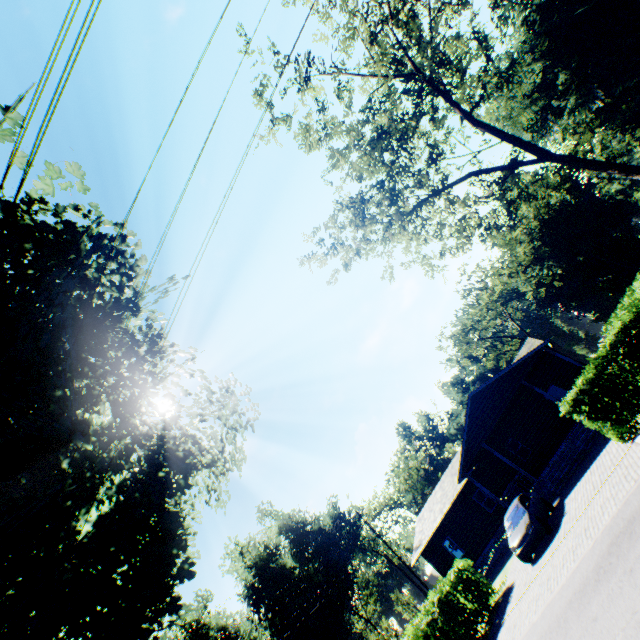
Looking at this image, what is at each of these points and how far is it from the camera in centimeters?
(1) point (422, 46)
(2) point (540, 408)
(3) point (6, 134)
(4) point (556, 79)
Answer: (1) tree, 1786cm
(2) house, 2409cm
(3) plant, 847cm
(4) plant, 4438cm

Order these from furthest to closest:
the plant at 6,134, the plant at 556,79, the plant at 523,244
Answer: the plant at 523,244 < the plant at 556,79 < the plant at 6,134

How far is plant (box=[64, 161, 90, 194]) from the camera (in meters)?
9.69

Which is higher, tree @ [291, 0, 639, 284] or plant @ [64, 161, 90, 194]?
plant @ [64, 161, 90, 194]

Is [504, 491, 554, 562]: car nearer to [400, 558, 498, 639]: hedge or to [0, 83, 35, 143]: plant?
[400, 558, 498, 639]: hedge

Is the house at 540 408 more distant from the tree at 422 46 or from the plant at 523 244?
the plant at 523 244

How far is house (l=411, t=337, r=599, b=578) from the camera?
20.2m

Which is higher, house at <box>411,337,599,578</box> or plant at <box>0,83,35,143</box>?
plant at <box>0,83,35,143</box>
